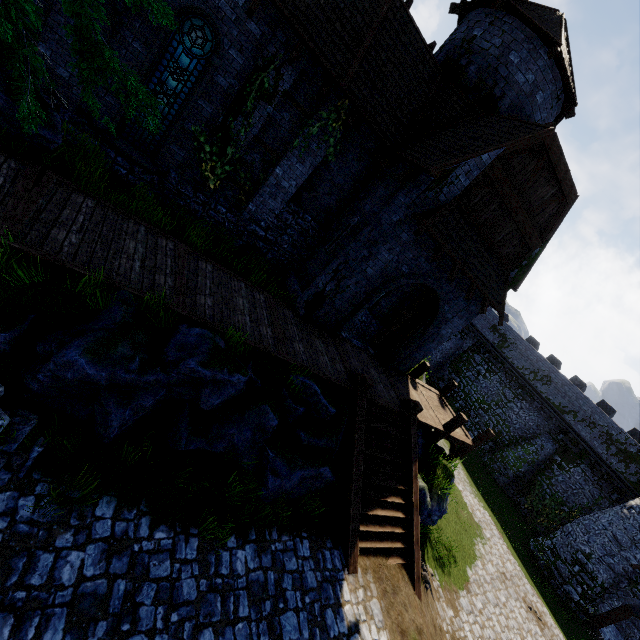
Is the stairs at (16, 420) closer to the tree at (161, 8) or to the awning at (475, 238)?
the tree at (161, 8)

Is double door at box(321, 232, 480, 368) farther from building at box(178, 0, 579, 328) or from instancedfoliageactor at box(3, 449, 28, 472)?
instancedfoliageactor at box(3, 449, 28, 472)

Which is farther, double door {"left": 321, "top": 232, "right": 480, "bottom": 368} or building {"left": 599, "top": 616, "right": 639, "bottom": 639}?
building {"left": 599, "top": 616, "right": 639, "bottom": 639}

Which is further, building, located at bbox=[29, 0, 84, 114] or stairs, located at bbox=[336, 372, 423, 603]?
stairs, located at bbox=[336, 372, 423, 603]

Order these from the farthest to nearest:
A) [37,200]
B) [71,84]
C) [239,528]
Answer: [71,84] < [239,528] < [37,200]

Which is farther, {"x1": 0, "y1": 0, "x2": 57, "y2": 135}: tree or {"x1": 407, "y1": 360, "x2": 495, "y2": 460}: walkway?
{"x1": 407, "y1": 360, "x2": 495, "y2": 460}: walkway

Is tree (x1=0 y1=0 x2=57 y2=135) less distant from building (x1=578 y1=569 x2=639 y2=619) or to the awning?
the awning

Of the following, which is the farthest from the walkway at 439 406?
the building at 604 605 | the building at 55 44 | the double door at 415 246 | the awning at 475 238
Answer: the building at 604 605
